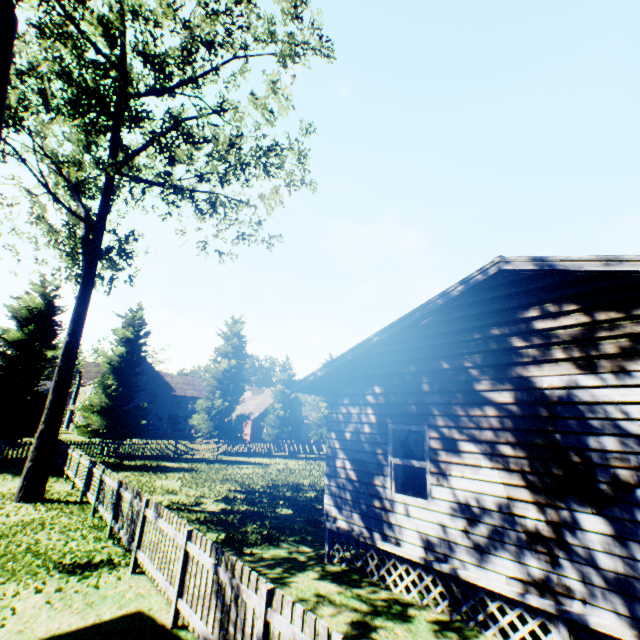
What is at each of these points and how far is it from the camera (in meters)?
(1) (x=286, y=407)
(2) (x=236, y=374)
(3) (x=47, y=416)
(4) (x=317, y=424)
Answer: (1) tree, 36.06
(2) tree, 32.09
(3) tree, 12.34
(4) tree, 42.12

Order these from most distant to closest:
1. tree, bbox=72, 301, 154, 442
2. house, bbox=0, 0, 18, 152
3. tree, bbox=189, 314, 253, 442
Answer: tree, bbox=189, 314, 253, 442 < tree, bbox=72, 301, 154, 442 < house, bbox=0, 0, 18, 152

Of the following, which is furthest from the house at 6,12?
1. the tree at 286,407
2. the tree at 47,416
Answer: the tree at 286,407

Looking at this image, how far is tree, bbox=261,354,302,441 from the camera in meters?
35.5

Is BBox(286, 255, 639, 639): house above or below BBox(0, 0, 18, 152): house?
below

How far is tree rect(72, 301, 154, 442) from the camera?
24.7m

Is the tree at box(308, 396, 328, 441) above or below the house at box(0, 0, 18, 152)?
below

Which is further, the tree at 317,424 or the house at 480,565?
the tree at 317,424
